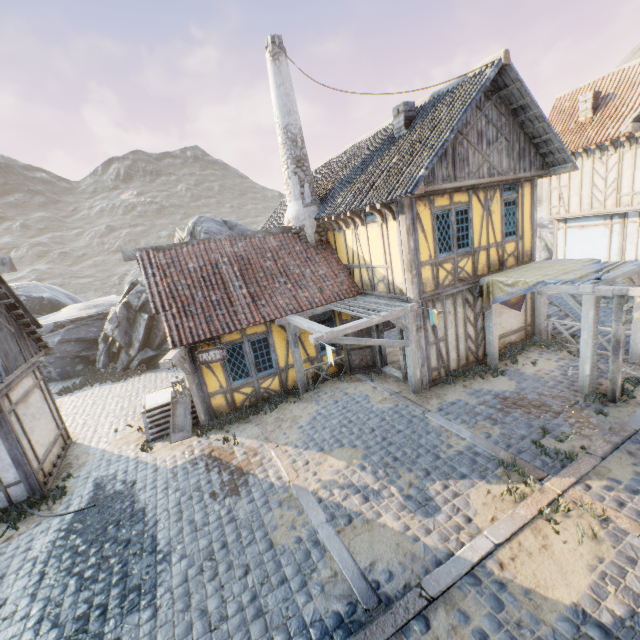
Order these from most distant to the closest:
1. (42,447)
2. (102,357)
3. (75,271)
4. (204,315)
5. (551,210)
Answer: (75,271)
(102,357)
(551,210)
(204,315)
(42,447)

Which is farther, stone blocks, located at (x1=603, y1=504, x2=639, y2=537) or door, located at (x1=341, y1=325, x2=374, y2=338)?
door, located at (x1=341, y1=325, x2=374, y2=338)

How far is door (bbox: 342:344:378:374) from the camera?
11.8 meters

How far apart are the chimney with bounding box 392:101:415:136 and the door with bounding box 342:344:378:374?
5.93m

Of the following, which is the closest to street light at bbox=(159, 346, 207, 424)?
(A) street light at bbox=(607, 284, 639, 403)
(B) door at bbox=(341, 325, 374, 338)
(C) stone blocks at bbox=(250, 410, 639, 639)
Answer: (C) stone blocks at bbox=(250, 410, 639, 639)

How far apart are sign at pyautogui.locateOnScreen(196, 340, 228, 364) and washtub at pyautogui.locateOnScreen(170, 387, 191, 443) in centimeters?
195cm

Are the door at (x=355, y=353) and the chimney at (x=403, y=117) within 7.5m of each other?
yes

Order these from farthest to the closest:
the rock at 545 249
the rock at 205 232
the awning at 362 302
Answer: the rock at 545 249 < the rock at 205 232 < the awning at 362 302
